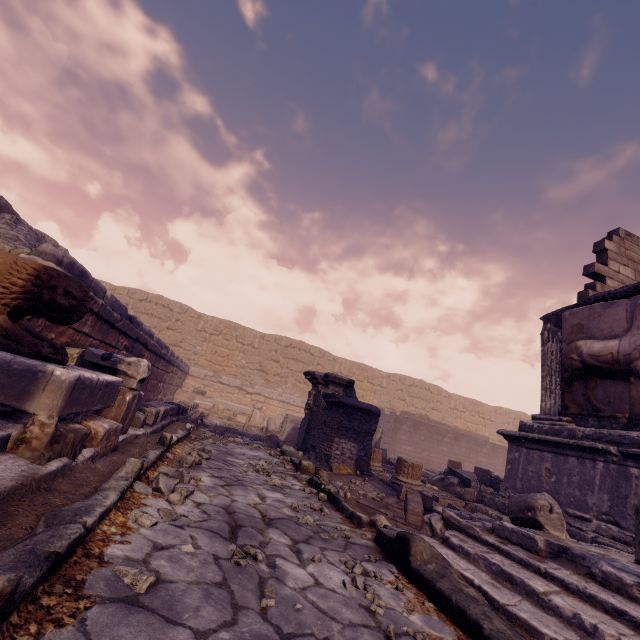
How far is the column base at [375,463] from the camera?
8.0m

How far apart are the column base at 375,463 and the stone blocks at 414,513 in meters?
2.8 m

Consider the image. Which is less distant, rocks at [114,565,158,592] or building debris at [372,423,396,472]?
rocks at [114,565,158,592]

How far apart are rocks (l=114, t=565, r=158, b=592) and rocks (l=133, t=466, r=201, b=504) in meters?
1.2

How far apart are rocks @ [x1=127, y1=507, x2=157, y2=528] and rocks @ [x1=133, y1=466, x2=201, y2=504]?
0.5m

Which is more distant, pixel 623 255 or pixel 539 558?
pixel 623 255

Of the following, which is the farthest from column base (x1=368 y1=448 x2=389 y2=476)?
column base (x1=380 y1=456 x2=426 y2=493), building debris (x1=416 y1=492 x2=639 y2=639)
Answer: building debris (x1=416 y1=492 x2=639 y2=639)

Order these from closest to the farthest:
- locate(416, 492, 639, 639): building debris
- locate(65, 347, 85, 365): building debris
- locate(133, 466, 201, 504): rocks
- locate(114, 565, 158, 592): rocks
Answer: locate(114, 565, 158, 592): rocks, locate(416, 492, 639, 639): building debris, locate(133, 466, 201, 504): rocks, locate(65, 347, 85, 365): building debris
